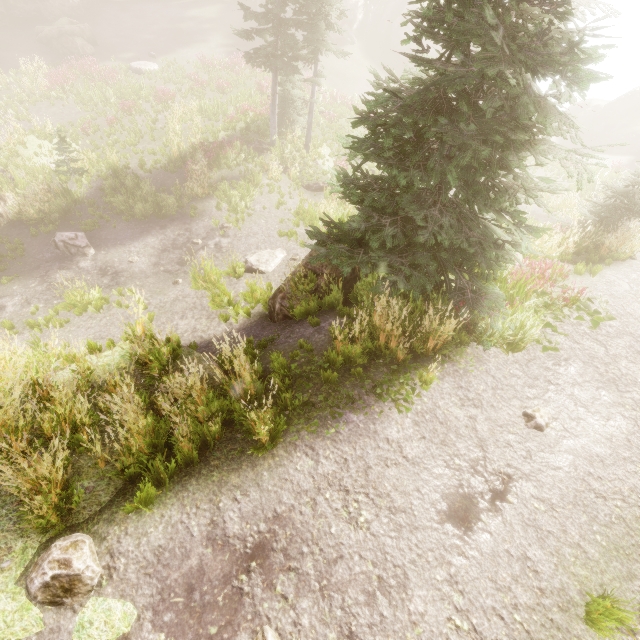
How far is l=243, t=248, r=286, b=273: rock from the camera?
12.6m

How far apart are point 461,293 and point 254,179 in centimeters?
1434cm

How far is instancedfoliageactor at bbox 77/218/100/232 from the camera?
14.2m

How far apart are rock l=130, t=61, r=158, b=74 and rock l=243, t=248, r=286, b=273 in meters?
21.2 m

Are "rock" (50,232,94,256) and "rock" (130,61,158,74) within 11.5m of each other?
no

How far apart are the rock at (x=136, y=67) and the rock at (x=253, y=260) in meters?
21.2

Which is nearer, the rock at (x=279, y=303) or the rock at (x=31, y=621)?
the rock at (x=31, y=621)

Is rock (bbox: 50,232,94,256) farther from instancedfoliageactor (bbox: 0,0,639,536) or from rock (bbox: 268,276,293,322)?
rock (bbox: 268,276,293,322)
